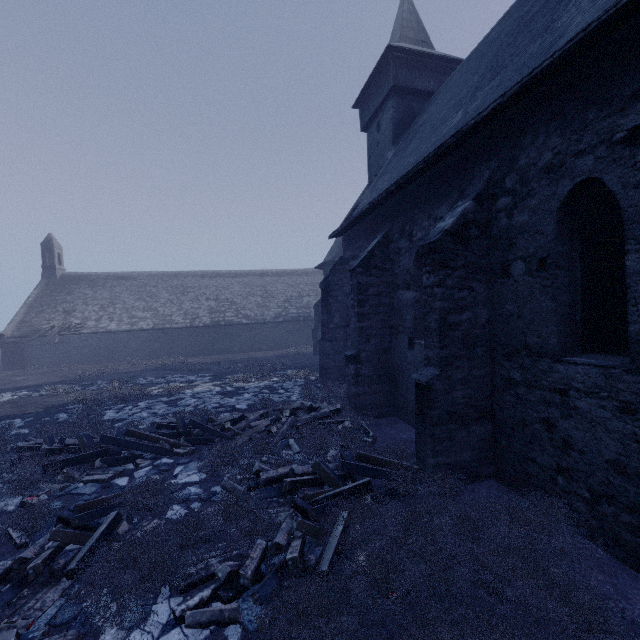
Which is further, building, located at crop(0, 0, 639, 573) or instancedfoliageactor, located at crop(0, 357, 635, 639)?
building, located at crop(0, 0, 639, 573)

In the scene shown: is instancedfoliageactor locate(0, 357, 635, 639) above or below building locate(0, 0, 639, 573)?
below

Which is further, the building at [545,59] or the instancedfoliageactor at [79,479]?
the building at [545,59]

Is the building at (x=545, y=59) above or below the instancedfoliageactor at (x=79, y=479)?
above

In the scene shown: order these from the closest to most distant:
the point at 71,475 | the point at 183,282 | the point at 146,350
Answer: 1. the point at 71,475
2. the point at 146,350
3. the point at 183,282
